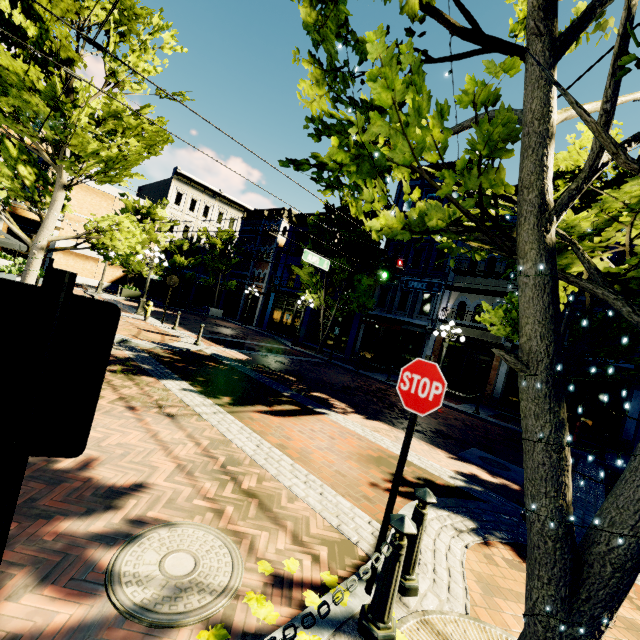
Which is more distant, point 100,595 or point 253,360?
point 253,360

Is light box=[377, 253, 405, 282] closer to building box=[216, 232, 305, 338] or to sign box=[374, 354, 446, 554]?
building box=[216, 232, 305, 338]

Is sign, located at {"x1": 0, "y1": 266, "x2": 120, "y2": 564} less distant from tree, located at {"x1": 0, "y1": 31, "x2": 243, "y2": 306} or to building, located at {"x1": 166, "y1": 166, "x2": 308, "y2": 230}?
tree, located at {"x1": 0, "y1": 31, "x2": 243, "y2": 306}

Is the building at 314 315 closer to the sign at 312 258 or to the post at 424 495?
the sign at 312 258

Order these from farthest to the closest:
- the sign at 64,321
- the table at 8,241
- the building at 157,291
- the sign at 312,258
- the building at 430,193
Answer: the building at 157,291, the building at 430,193, the sign at 312,258, the table at 8,241, the sign at 64,321

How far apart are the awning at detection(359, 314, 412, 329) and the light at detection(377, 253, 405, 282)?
7.9m

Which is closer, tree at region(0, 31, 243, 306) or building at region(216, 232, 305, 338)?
tree at region(0, 31, 243, 306)

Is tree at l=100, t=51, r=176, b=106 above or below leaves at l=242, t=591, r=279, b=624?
above
